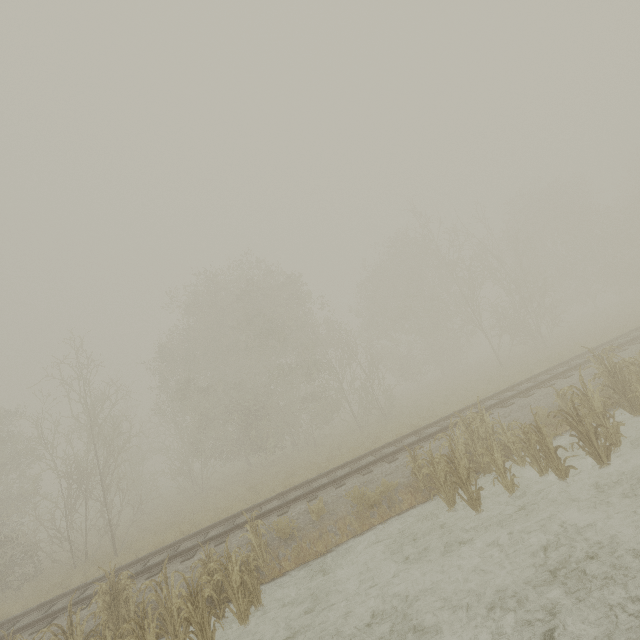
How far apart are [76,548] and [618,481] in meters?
21.6 m

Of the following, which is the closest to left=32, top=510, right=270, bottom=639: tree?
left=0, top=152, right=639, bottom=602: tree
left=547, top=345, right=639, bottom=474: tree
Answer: left=547, top=345, right=639, bottom=474: tree

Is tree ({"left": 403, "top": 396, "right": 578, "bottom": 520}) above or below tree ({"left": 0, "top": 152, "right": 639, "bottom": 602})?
below

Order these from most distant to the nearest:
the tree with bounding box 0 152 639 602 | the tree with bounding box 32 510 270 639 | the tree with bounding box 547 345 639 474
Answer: the tree with bounding box 0 152 639 602 < the tree with bounding box 547 345 639 474 < the tree with bounding box 32 510 270 639

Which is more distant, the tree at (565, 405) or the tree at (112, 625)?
the tree at (565, 405)

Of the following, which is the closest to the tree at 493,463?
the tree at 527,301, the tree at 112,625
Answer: the tree at 112,625
